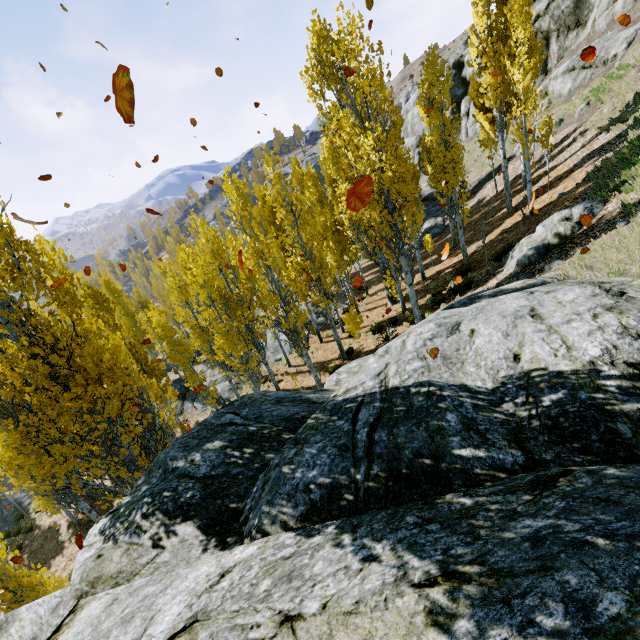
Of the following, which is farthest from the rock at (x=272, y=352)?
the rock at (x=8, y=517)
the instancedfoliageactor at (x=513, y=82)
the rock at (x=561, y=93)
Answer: the rock at (x=561, y=93)

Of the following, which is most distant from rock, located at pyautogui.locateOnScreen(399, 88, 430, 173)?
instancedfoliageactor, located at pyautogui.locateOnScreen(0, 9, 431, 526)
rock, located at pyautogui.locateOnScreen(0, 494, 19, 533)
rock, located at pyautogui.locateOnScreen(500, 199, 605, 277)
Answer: rock, located at pyautogui.locateOnScreen(0, 494, 19, 533)

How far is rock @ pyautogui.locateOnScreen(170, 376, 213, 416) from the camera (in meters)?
21.14

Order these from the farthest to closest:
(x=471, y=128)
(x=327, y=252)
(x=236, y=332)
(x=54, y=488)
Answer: (x=471, y=128)
(x=327, y=252)
(x=236, y=332)
(x=54, y=488)

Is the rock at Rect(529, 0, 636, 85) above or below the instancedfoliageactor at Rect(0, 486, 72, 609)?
above

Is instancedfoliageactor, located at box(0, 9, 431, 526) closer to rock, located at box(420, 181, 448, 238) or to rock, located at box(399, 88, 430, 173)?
rock, located at box(399, 88, 430, 173)

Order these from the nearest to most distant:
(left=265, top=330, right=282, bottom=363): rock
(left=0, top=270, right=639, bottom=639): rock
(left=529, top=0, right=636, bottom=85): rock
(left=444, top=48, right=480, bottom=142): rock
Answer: (left=0, top=270, right=639, bottom=639): rock → (left=265, top=330, right=282, bottom=363): rock → (left=529, top=0, right=636, bottom=85): rock → (left=444, top=48, right=480, bottom=142): rock

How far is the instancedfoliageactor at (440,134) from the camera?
13.5m
